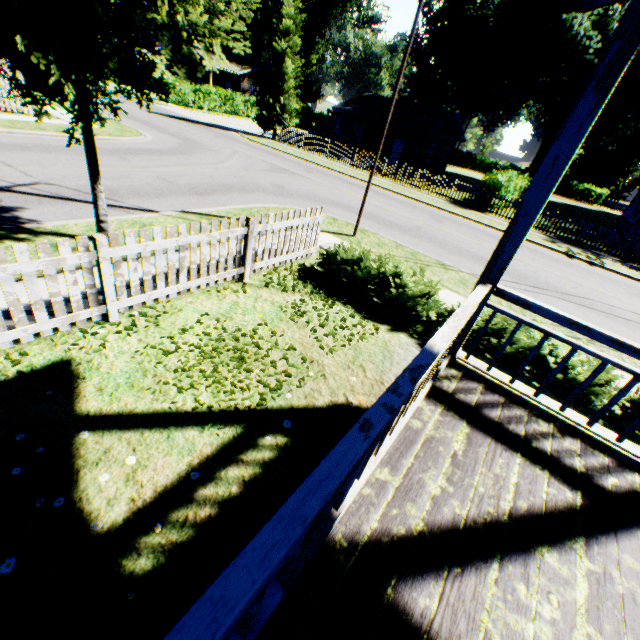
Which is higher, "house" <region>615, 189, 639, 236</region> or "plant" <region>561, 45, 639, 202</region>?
"plant" <region>561, 45, 639, 202</region>

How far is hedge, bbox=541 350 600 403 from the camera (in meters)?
5.02

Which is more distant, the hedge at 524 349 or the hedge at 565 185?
the hedge at 565 185

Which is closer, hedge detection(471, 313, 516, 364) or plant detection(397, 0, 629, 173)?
hedge detection(471, 313, 516, 364)

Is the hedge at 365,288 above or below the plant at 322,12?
below

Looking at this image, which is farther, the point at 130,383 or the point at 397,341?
the point at 397,341

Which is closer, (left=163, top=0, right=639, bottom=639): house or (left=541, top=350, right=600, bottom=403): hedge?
(left=163, top=0, right=639, bottom=639): house

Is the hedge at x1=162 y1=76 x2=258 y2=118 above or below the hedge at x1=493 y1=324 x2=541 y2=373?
above
